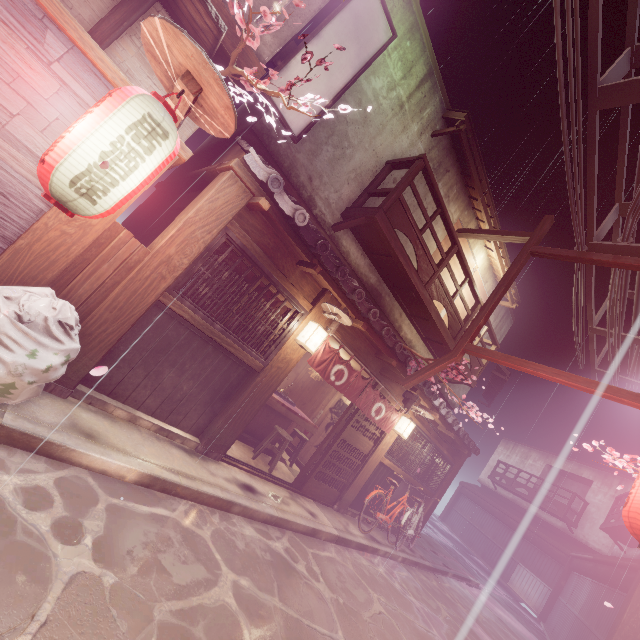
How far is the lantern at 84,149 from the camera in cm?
423

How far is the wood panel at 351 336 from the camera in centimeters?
1110cm

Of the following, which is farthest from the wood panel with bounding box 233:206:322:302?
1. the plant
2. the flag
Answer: the plant

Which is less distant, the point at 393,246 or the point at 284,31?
the point at 284,31

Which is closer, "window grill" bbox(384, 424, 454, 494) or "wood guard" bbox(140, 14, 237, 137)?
"wood guard" bbox(140, 14, 237, 137)

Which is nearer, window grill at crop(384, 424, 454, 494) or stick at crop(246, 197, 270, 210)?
stick at crop(246, 197, 270, 210)

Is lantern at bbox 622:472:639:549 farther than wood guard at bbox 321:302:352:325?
No

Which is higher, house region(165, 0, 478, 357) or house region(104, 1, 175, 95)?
house region(165, 0, 478, 357)
